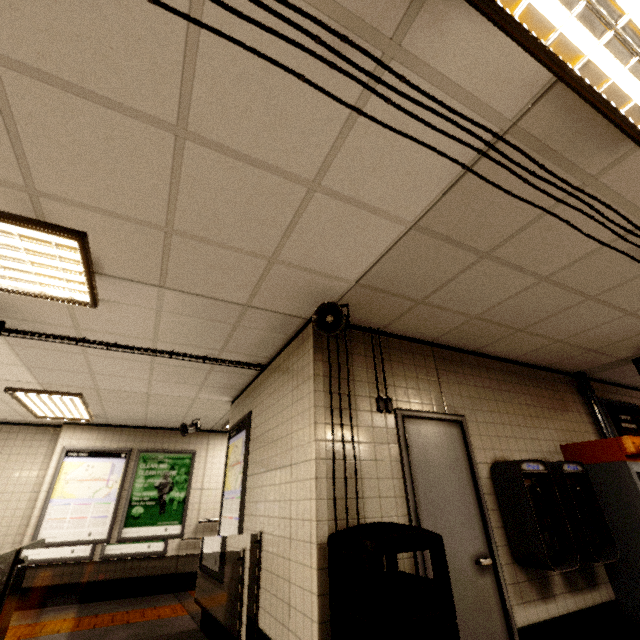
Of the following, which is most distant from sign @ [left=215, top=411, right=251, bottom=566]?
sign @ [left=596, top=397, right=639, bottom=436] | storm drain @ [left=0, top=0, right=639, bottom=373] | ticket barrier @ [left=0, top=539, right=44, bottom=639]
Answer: sign @ [left=596, top=397, right=639, bottom=436]

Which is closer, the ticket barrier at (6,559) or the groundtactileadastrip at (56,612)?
the ticket barrier at (6,559)

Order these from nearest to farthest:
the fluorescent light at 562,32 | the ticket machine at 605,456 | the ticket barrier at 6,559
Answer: the fluorescent light at 562,32 < the ticket barrier at 6,559 < the ticket machine at 605,456

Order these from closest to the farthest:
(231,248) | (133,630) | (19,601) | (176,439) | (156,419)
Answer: (231,248) < (19,601) < (133,630) < (156,419) < (176,439)

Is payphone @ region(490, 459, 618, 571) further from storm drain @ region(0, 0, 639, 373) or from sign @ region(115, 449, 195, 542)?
sign @ region(115, 449, 195, 542)

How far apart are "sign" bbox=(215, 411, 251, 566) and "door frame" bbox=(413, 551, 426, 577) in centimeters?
221cm

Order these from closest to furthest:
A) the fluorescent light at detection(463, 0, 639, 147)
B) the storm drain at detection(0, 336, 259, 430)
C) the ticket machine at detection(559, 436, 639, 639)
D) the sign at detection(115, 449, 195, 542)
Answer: the fluorescent light at detection(463, 0, 639, 147) → the ticket machine at detection(559, 436, 639, 639) → the storm drain at detection(0, 336, 259, 430) → the sign at detection(115, 449, 195, 542)

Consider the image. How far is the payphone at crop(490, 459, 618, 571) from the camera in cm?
296
